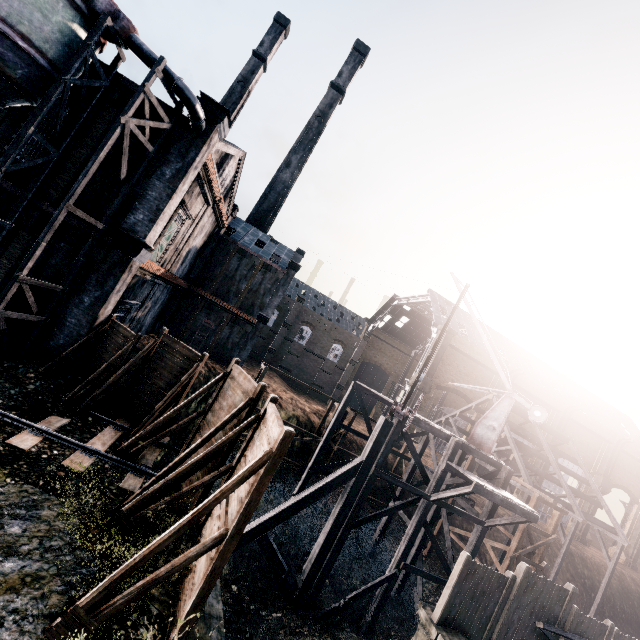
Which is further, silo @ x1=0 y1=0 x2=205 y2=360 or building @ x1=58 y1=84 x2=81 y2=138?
building @ x1=58 y1=84 x2=81 y2=138

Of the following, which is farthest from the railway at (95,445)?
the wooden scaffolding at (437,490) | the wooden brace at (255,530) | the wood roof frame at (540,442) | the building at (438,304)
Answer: the building at (438,304)

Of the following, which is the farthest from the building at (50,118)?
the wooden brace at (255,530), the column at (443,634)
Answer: the column at (443,634)

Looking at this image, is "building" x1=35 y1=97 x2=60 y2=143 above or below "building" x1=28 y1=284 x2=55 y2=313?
above

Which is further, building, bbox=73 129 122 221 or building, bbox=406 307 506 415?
building, bbox=406 307 506 415

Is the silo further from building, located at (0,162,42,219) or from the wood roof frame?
the wood roof frame

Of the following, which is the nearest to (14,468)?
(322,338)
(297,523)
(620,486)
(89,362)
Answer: (89,362)
